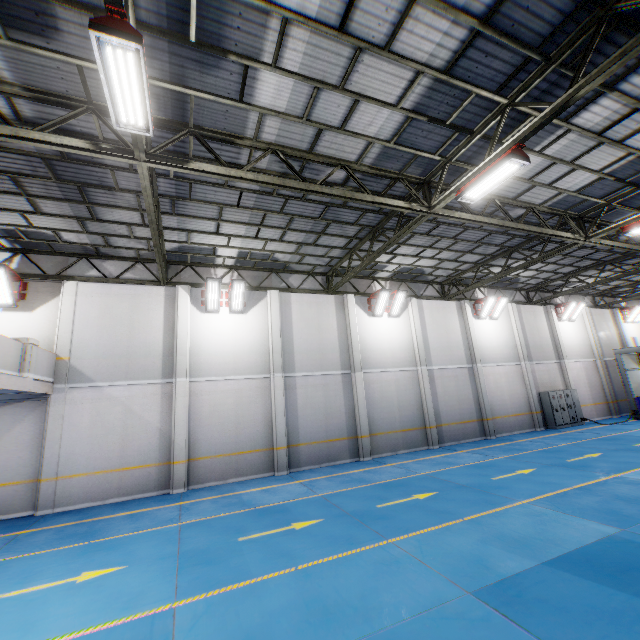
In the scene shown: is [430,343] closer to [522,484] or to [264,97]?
[522,484]

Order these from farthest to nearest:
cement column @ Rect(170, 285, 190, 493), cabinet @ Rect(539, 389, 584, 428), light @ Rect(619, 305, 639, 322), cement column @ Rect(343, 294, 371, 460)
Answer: light @ Rect(619, 305, 639, 322)
cabinet @ Rect(539, 389, 584, 428)
cement column @ Rect(343, 294, 371, 460)
cement column @ Rect(170, 285, 190, 493)

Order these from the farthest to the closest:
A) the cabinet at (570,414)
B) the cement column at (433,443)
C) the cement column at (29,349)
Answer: the cabinet at (570,414)
the cement column at (433,443)
the cement column at (29,349)

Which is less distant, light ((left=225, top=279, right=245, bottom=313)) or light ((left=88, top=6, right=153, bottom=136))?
light ((left=88, top=6, right=153, bottom=136))

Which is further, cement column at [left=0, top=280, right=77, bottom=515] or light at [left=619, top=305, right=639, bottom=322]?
light at [left=619, top=305, right=639, bottom=322]

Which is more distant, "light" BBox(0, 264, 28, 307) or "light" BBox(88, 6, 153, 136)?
"light" BBox(0, 264, 28, 307)

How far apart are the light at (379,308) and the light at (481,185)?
7.7m

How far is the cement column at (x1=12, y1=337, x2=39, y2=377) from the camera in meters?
9.3 m
